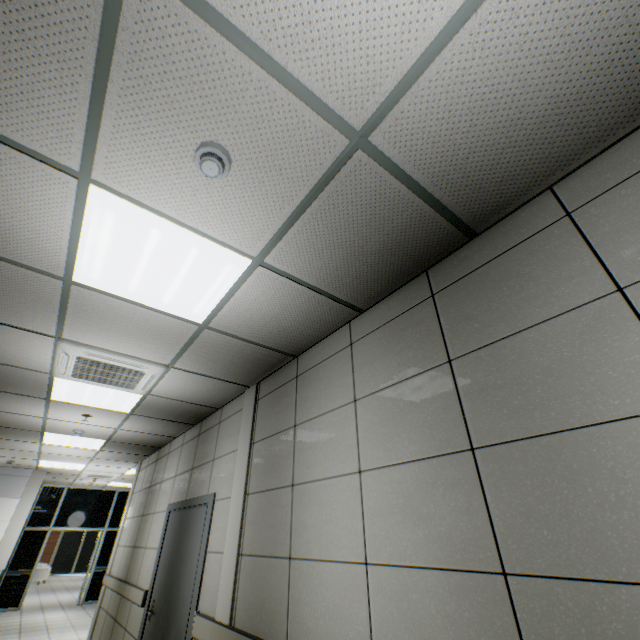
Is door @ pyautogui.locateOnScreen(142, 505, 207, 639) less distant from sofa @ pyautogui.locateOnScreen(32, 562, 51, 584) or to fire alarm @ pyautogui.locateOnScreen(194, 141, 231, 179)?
fire alarm @ pyautogui.locateOnScreen(194, 141, 231, 179)

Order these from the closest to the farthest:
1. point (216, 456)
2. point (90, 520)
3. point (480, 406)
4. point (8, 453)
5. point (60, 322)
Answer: point (480, 406), point (60, 322), point (216, 456), point (8, 453), point (90, 520)

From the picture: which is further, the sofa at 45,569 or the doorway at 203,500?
the sofa at 45,569

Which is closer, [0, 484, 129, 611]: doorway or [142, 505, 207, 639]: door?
[142, 505, 207, 639]: door

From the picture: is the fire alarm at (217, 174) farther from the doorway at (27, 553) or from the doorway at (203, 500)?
the doorway at (27, 553)

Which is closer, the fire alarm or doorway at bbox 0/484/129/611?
the fire alarm

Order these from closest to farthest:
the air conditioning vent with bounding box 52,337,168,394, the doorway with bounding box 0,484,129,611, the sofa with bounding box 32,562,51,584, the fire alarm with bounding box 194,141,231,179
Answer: the fire alarm with bounding box 194,141,231,179 < the air conditioning vent with bounding box 52,337,168,394 < the doorway with bounding box 0,484,129,611 < the sofa with bounding box 32,562,51,584

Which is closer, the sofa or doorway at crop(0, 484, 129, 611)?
doorway at crop(0, 484, 129, 611)
